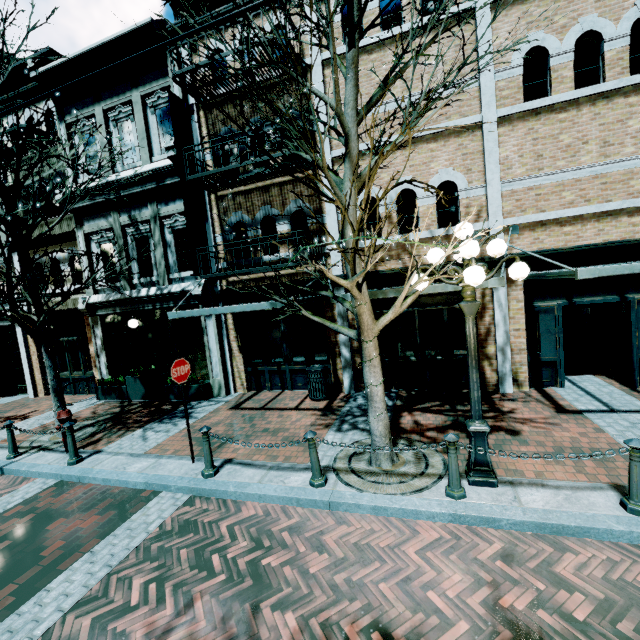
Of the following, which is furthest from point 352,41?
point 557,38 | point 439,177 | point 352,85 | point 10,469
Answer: point 10,469

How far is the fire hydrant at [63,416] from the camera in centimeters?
706cm

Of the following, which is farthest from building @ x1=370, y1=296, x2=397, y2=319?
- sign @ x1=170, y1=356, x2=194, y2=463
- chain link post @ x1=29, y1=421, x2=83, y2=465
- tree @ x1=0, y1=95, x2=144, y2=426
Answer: chain link post @ x1=29, y1=421, x2=83, y2=465

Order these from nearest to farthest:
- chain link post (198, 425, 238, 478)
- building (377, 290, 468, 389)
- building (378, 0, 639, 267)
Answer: chain link post (198, 425, 238, 478)
building (378, 0, 639, 267)
building (377, 290, 468, 389)

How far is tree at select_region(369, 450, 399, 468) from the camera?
5.2m

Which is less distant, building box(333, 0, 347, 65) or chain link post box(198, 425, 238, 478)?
chain link post box(198, 425, 238, 478)

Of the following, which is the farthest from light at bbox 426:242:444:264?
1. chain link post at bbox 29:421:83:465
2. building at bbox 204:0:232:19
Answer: chain link post at bbox 29:421:83:465

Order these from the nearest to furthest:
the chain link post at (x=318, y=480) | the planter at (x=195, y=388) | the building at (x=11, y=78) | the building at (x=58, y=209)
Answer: the chain link post at (x=318, y=480) → the planter at (x=195, y=388) → the building at (x=58, y=209) → the building at (x=11, y=78)
